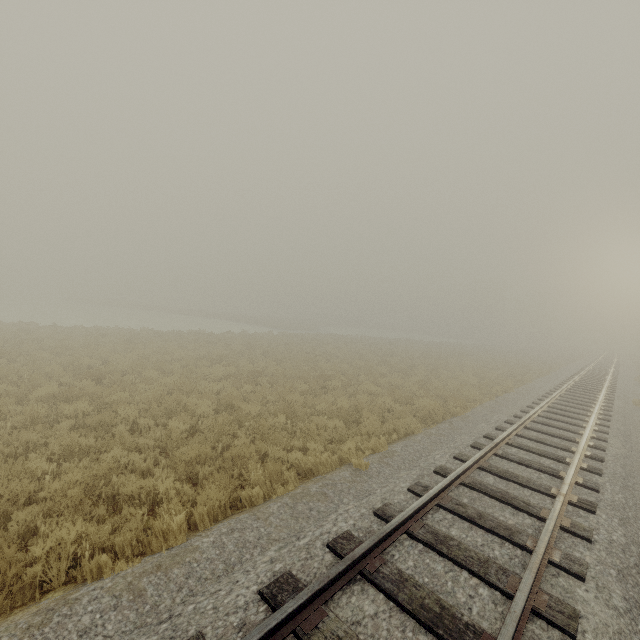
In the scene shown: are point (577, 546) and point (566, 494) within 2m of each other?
yes
